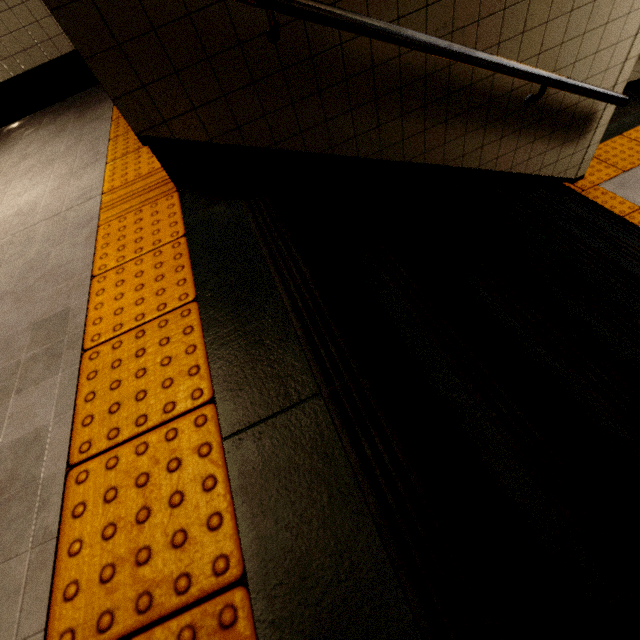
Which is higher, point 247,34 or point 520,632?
point 247,34

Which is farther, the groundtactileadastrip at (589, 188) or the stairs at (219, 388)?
the groundtactileadastrip at (589, 188)

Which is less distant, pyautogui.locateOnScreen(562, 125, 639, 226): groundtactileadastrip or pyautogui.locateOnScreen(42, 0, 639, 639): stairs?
pyautogui.locateOnScreen(42, 0, 639, 639): stairs

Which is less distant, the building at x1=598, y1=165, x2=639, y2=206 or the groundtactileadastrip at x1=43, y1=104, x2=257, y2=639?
the groundtactileadastrip at x1=43, y1=104, x2=257, y2=639

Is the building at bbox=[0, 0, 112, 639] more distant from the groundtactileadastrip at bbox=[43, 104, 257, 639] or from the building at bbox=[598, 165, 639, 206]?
the building at bbox=[598, 165, 639, 206]

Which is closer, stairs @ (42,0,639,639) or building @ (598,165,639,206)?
stairs @ (42,0,639,639)

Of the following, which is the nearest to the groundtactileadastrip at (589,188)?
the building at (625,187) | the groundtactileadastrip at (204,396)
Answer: the building at (625,187)

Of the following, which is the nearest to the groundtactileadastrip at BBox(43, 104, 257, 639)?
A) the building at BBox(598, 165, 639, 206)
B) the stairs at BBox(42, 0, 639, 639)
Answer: the stairs at BBox(42, 0, 639, 639)
